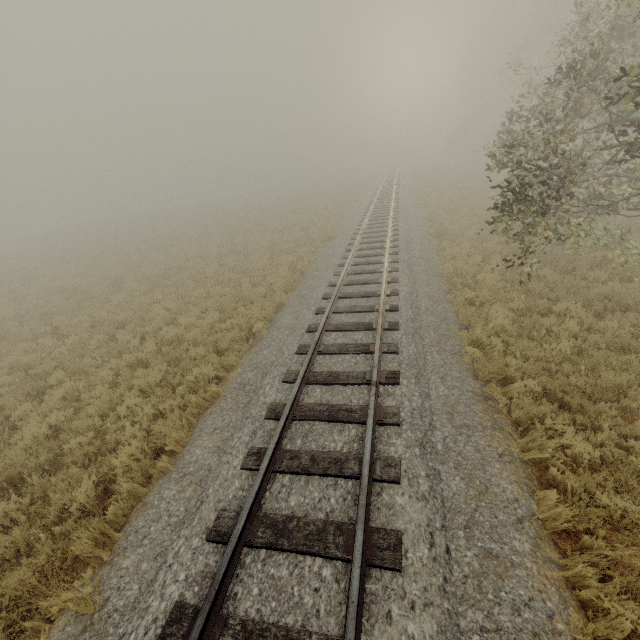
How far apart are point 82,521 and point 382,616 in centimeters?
439cm
